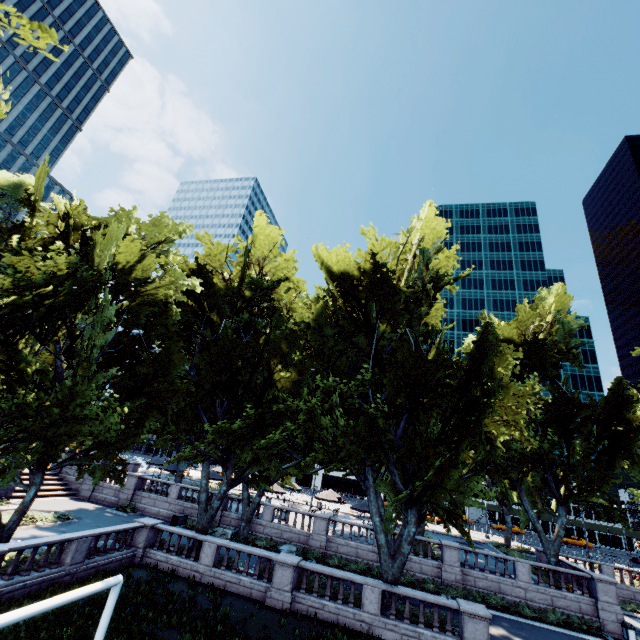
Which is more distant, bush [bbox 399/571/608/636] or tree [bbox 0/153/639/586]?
bush [bbox 399/571/608/636]

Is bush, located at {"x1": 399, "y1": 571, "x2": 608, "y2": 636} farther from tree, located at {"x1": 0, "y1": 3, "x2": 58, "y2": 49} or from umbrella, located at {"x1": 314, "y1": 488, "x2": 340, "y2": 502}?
umbrella, located at {"x1": 314, "y1": 488, "x2": 340, "y2": 502}

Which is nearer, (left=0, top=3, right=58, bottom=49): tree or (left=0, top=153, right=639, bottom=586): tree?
(left=0, top=3, right=58, bottom=49): tree

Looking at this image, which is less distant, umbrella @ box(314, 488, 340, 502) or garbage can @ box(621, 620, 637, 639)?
garbage can @ box(621, 620, 637, 639)

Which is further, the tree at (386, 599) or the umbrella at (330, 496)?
the umbrella at (330, 496)

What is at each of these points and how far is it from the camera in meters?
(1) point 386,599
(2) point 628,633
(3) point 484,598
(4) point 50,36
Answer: (1) tree, 17.6 m
(2) garbage can, 20.6 m
(3) bush, 22.6 m
(4) tree, 7.4 m

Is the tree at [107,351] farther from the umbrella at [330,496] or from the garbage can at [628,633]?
the garbage can at [628,633]

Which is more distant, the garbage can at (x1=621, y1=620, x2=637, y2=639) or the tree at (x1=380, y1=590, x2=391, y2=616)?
the garbage can at (x1=621, y1=620, x2=637, y2=639)
